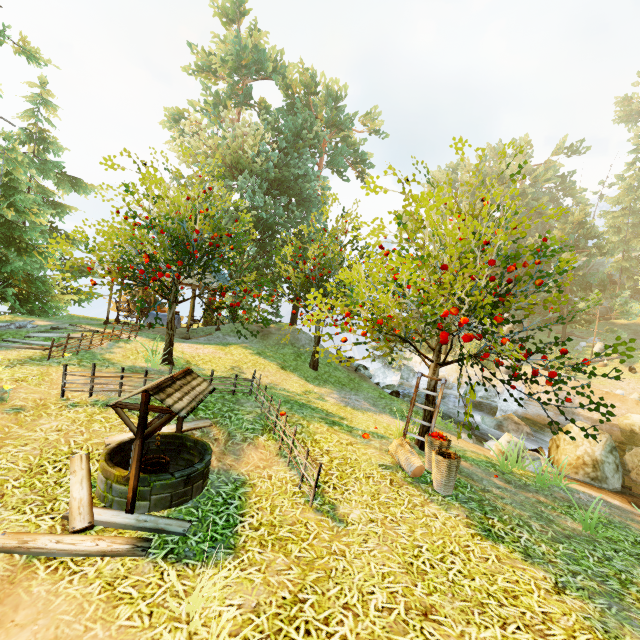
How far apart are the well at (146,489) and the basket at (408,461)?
3.47m

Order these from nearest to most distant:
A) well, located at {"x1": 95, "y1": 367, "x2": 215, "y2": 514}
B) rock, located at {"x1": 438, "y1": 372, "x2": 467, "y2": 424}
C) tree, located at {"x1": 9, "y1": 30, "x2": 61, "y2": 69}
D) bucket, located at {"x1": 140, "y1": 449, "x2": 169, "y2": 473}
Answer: well, located at {"x1": 95, "y1": 367, "x2": 215, "y2": 514}, bucket, located at {"x1": 140, "y1": 449, "x2": 169, "y2": 473}, tree, located at {"x1": 9, "y1": 30, "x2": 61, "y2": 69}, rock, located at {"x1": 438, "y1": 372, "x2": 467, "y2": 424}

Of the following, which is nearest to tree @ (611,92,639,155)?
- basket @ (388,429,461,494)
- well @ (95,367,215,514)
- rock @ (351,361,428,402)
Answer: basket @ (388,429,461,494)

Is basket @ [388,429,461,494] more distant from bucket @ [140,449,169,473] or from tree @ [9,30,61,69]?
bucket @ [140,449,169,473]

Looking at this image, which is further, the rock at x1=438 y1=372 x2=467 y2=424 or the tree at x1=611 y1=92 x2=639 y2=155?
the tree at x1=611 y1=92 x2=639 y2=155

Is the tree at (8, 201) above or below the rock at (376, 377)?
above

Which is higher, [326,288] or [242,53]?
[242,53]

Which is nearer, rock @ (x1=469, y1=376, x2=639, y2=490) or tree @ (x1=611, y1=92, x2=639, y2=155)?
rock @ (x1=469, y1=376, x2=639, y2=490)
